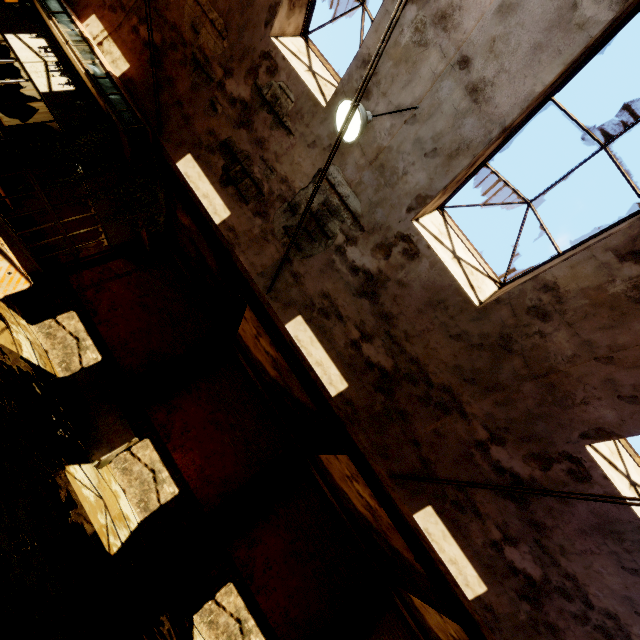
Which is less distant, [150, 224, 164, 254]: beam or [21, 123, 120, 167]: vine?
[21, 123, 120, 167]: vine

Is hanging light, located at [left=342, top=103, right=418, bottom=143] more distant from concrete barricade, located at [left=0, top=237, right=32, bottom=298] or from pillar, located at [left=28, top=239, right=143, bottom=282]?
pillar, located at [left=28, top=239, right=143, bottom=282]

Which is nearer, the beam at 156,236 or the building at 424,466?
the building at 424,466

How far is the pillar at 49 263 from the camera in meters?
10.8

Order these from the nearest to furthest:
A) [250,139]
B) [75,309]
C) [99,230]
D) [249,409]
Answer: [250,139]
[75,309]
[249,409]
[99,230]

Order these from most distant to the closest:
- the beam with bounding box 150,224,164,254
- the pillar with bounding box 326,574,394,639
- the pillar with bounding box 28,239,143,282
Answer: the beam with bounding box 150,224,164,254, the pillar with bounding box 28,239,143,282, the pillar with bounding box 326,574,394,639

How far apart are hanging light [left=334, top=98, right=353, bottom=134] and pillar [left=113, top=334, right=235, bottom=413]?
8.8m

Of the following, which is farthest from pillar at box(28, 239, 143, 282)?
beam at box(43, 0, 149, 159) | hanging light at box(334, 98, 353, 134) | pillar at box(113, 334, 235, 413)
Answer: hanging light at box(334, 98, 353, 134)
